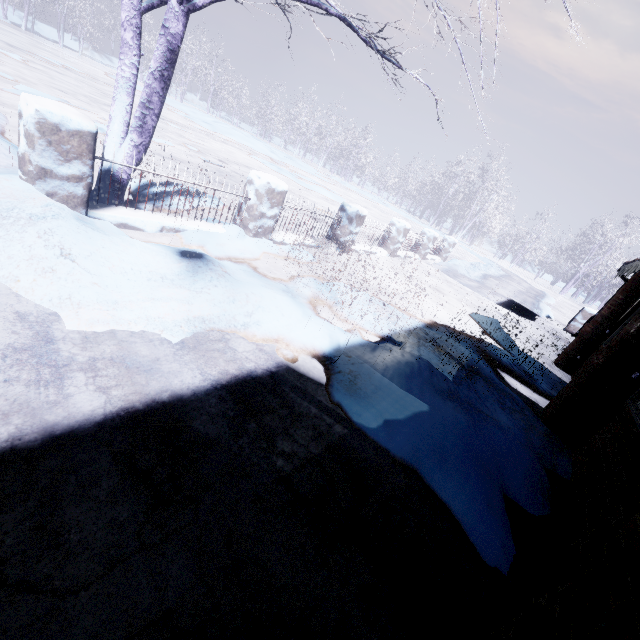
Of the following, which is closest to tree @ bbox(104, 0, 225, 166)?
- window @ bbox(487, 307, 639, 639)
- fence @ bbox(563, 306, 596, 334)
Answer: window @ bbox(487, 307, 639, 639)

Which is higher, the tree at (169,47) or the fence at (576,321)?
the tree at (169,47)

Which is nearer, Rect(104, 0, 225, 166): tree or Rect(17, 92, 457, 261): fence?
Rect(17, 92, 457, 261): fence

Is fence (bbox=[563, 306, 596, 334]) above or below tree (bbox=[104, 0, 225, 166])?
below

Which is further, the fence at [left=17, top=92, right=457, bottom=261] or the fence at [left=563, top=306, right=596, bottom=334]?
the fence at [left=563, top=306, right=596, bottom=334]

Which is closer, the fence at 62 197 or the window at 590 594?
the window at 590 594

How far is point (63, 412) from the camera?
1.4 meters

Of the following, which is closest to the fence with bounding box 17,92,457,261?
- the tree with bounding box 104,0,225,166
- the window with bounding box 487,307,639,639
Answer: the tree with bounding box 104,0,225,166
